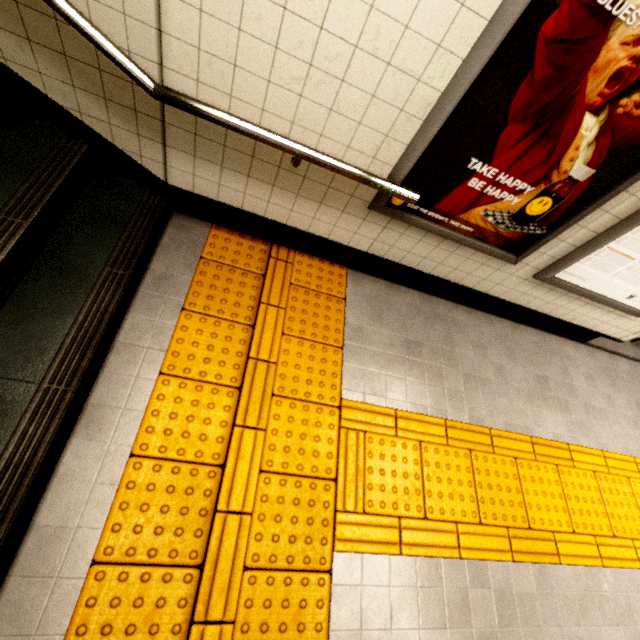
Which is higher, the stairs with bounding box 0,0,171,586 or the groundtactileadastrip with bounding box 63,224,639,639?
the stairs with bounding box 0,0,171,586

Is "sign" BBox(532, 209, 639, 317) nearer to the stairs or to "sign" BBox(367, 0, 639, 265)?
"sign" BBox(367, 0, 639, 265)

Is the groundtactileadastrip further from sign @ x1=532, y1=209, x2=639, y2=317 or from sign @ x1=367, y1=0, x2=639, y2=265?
sign @ x1=532, y1=209, x2=639, y2=317

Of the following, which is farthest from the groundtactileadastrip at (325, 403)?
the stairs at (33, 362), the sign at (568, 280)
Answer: the sign at (568, 280)

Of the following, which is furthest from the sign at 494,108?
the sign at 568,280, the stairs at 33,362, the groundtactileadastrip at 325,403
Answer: the stairs at 33,362

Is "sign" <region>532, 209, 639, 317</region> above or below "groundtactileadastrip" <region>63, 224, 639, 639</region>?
above

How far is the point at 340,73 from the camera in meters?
1.5

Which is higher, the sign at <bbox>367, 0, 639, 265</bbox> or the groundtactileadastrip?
the sign at <bbox>367, 0, 639, 265</bbox>
